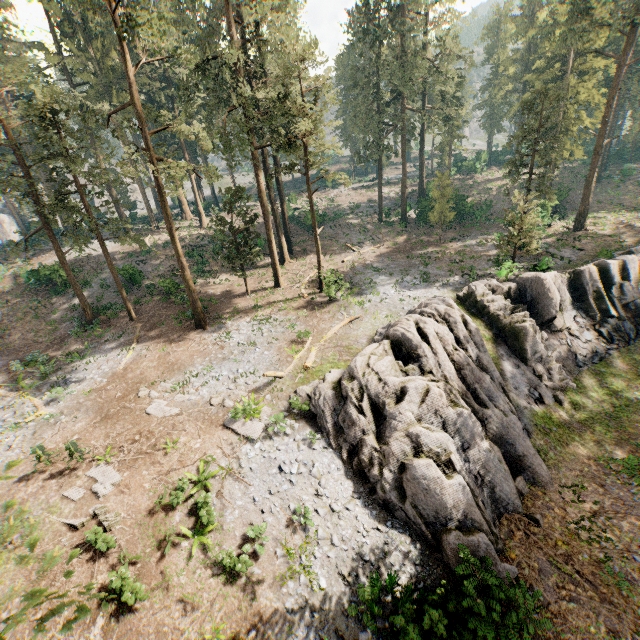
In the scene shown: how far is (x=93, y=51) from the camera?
35.50m

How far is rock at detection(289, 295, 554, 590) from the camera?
13.12m

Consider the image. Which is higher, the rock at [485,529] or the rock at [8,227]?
the rock at [8,227]

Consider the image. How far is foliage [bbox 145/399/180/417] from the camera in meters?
17.0

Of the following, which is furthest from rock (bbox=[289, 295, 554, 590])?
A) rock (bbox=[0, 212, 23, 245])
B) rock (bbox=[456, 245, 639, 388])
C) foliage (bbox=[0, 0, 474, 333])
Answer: rock (bbox=[0, 212, 23, 245])

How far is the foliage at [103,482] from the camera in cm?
1317

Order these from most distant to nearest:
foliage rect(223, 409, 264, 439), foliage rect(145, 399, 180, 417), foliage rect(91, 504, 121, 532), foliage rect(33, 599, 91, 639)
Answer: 1. foliage rect(145, 399, 180, 417)
2. foliage rect(223, 409, 264, 439)
3. foliage rect(91, 504, 121, 532)
4. foliage rect(33, 599, 91, 639)
